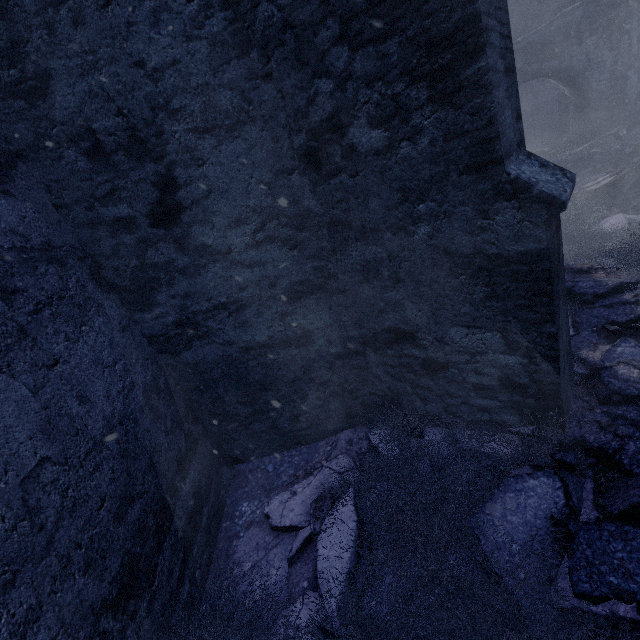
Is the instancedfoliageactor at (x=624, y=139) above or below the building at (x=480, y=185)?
below

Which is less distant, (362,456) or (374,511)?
(374,511)

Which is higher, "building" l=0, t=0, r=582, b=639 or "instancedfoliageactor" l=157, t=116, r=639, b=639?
"building" l=0, t=0, r=582, b=639
